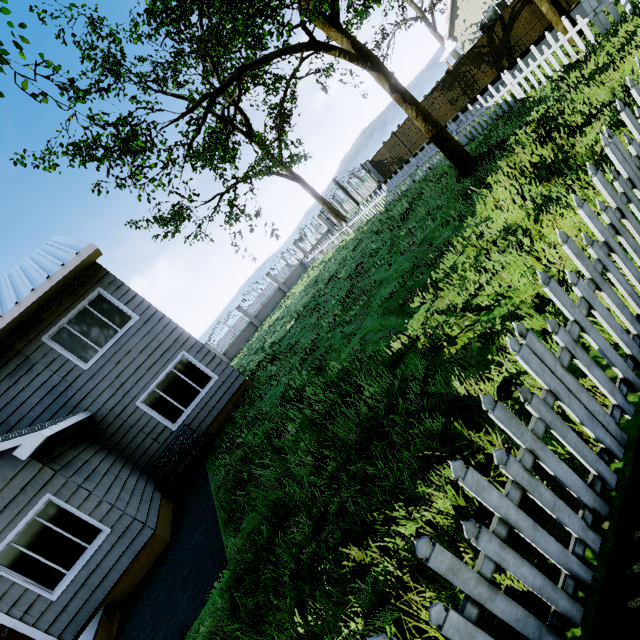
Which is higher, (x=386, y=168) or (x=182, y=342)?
(x=182, y=342)

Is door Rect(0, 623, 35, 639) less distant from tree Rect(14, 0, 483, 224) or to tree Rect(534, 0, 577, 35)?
tree Rect(14, 0, 483, 224)

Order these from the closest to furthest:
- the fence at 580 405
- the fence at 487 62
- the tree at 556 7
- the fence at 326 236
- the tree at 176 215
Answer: the fence at 580 405 → the fence at 487 62 → the tree at 556 7 → the fence at 326 236 → the tree at 176 215

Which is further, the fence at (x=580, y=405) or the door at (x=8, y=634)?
the door at (x=8, y=634)

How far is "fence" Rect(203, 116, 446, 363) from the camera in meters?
14.1

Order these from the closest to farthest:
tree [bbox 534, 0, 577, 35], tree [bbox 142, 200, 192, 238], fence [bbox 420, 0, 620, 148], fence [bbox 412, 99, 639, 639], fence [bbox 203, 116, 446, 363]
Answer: fence [bbox 412, 99, 639, 639]
fence [bbox 420, 0, 620, 148]
tree [bbox 534, 0, 577, 35]
fence [bbox 203, 116, 446, 363]
tree [bbox 142, 200, 192, 238]

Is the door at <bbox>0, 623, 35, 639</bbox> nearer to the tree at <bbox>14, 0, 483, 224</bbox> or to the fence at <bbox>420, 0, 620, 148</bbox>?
the tree at <bbox>14, 0, 483, 224</bbox>
